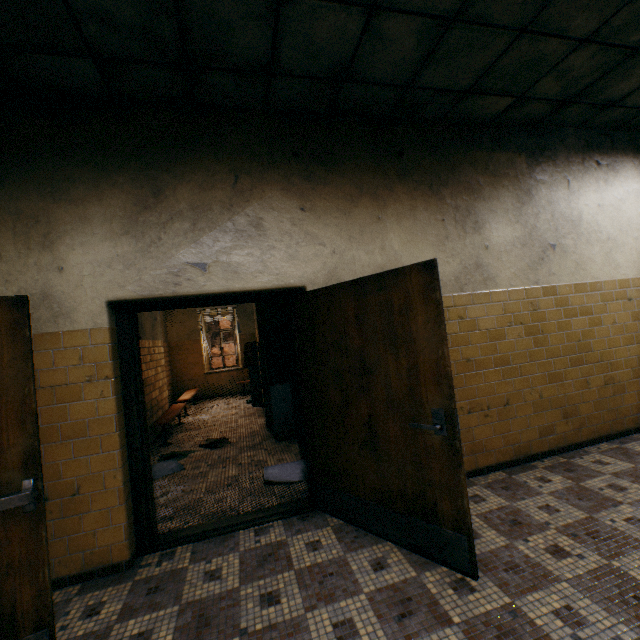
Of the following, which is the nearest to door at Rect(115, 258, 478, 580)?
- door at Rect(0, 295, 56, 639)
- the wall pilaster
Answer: door at Rect(0, 295, 56, 639)

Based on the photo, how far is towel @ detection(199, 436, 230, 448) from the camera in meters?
5.4 m

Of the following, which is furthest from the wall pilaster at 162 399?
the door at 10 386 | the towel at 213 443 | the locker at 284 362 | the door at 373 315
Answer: the door at 10 386

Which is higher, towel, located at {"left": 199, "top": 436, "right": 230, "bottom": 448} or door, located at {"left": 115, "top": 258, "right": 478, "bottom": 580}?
door, located at {"left": 115, "top": 258, "right": 478, "bottom": 580}

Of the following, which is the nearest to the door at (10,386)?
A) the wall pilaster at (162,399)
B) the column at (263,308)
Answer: the wall pilaster at (162,399)

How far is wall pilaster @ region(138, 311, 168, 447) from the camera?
6.0m

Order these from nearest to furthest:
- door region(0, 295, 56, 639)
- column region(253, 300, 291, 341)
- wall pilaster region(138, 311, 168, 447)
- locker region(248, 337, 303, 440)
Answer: door region(0, 295, 56, 639) < locker region(248, 337, 303, 440) < wall pilaster region(138, 311, 168, 447) < column region(253, 300, 291, 341)

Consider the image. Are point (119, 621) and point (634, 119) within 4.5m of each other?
no
